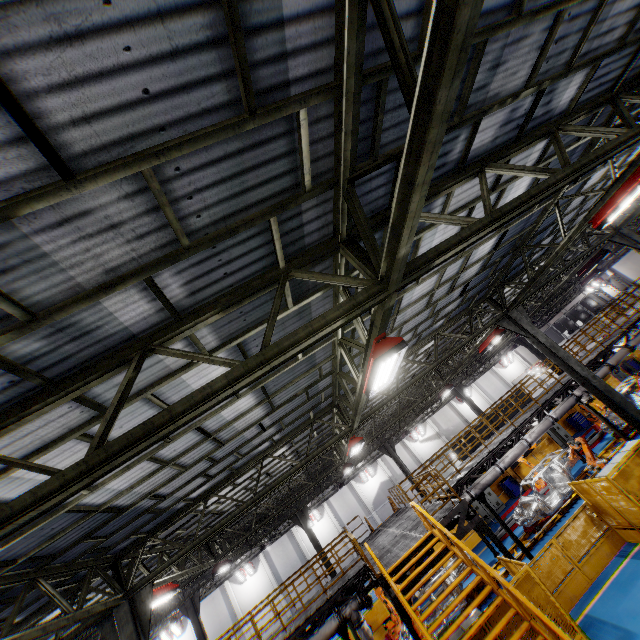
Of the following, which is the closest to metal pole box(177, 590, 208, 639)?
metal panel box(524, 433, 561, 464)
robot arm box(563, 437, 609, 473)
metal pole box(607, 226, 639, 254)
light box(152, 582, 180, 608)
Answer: metal panel box(524, 433, 561, 464)

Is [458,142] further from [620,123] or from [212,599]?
[212,599]

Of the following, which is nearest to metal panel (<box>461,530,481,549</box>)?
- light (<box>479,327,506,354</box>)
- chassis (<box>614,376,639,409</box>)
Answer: chassis (<box>614,376,639,409</box>)

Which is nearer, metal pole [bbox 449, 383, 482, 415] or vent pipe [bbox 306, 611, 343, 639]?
vent pipe [bbox 306, 611, 343, 639]

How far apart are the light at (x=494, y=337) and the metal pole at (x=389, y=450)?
12.6 meters

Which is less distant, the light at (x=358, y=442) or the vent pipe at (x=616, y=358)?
the light at (x=358, y=442)

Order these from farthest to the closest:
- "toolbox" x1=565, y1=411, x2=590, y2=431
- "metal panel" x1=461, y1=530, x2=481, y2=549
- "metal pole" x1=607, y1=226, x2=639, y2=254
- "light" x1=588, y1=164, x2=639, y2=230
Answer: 1. "toolbox" x1=565, y1=411, x2=590, y2=431
2. "metal panel" x1=461, y1=530, x2=481, y2=549
3. "metal pole" x1=607, y1=226, x2=639, y2=254
4. "light" x1=588, y1=164, x2=639, y2=230

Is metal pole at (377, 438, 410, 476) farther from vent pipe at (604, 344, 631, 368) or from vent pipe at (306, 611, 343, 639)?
vent pipe at (306, 611, 343, 639)
